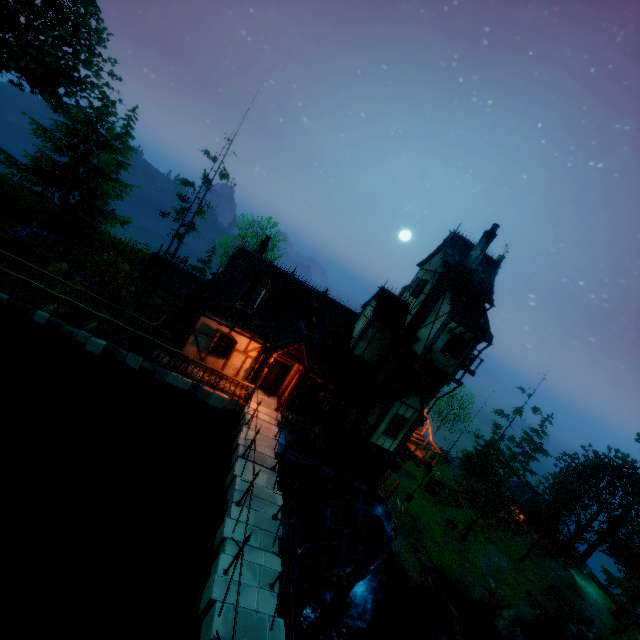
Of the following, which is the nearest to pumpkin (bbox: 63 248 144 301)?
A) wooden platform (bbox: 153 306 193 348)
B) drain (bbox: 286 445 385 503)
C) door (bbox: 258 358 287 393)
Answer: wooden platform (bbox: 153 306 193 348)

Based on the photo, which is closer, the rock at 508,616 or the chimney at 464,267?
the chimney at 464,267

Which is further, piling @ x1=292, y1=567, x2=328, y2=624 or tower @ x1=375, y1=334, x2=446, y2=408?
tower @ x1=375, y1=334, x2=446, y2=408

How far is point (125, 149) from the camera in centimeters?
2881cm

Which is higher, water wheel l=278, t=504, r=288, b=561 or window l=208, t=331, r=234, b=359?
window l=208, t=331, r=234, b=359

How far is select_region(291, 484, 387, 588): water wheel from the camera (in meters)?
17.44

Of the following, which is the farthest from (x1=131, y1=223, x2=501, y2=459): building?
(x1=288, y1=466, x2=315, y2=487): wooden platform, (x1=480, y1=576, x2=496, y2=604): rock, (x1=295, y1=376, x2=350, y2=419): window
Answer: (x1=480, y1=576, x2=496, y2=604): rock

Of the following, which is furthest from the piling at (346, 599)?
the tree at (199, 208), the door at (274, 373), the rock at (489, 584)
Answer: the tree at (199, 208)
